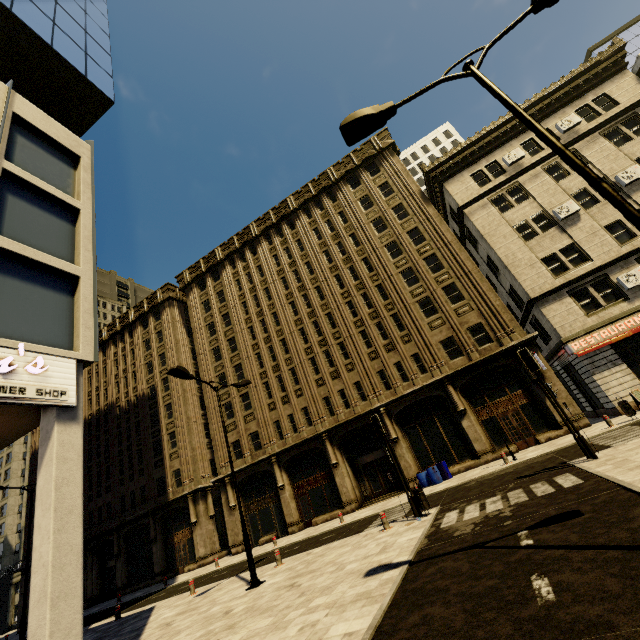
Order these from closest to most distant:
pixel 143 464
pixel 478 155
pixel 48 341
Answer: pixel 48 341, pixel 478 155, pixel 143 464

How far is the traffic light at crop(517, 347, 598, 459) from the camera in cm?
1019

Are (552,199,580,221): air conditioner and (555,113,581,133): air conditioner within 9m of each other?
yes

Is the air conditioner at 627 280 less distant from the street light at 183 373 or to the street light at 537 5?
the street light at 537 5

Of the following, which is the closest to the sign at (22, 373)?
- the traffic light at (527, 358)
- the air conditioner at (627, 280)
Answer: the traffic light at (527, 358)

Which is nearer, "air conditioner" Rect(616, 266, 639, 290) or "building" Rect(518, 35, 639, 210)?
"air conditioner" Rect(616, 266, 639, 290)

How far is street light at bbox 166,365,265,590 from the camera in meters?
11.2

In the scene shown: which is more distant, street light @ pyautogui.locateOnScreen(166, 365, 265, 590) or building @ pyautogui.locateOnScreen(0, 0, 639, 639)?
street light @ pyautogui.locateOnScreen(166, 365, 265, 590)
